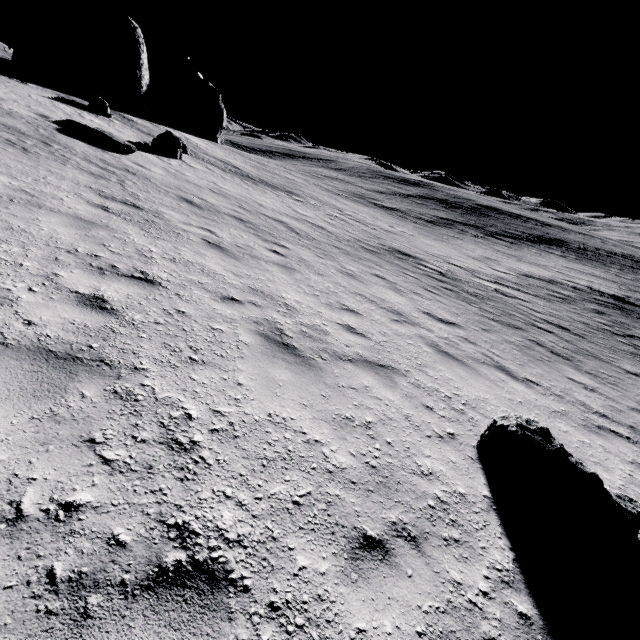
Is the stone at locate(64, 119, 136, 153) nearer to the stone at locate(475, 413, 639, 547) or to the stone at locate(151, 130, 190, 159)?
the stone at locate(151, 130, 190, 159)

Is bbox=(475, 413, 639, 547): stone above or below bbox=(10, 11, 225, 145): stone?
below

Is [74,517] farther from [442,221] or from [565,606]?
[442,221]

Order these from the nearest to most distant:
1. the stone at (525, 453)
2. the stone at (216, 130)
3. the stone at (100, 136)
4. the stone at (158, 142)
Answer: the stone at (525, 453) → the stone at (100, 136) → the stone at (158, 142) → the stone at (216, 130)

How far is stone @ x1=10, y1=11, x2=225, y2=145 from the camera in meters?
24.1 m

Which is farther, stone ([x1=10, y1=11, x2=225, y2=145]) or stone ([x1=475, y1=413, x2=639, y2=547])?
stone ([x1=10, y1=11, x2=225, y2=145])

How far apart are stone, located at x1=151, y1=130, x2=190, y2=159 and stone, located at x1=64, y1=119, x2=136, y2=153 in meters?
3.6 m

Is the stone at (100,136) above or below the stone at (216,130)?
below
